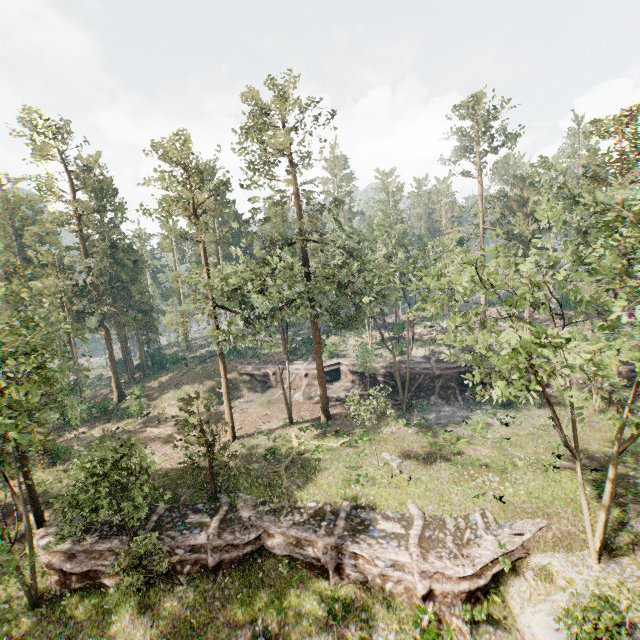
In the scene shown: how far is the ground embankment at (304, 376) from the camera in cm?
4155

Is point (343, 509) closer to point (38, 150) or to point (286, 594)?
point (286, 594)

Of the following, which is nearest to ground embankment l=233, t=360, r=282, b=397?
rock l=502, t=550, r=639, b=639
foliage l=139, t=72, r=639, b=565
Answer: foliage l=139, t=72, r=639, b=565

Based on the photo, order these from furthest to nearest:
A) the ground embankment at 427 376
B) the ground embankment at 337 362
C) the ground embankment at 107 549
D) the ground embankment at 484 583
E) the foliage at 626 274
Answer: the ground embankment at 337 362 < the ground embankment at 427 376 < the ground embankment at 107 549 < the ground embankment at 484 583 < the foliage at 626 274

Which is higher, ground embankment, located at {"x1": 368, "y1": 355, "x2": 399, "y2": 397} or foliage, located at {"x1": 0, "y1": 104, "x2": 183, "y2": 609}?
foliage, located at {"x1": 0, "y1": 104, "x2": 183, "y2": 609}

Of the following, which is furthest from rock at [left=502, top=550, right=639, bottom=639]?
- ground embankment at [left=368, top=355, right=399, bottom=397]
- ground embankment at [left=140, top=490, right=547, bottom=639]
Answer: ground embankment at [left=368, top=355, right=399, bottom=397]

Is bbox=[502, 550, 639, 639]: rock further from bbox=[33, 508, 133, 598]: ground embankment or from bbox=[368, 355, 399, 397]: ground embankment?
bbox=[368, 355, 399, 397]: ground embankment
